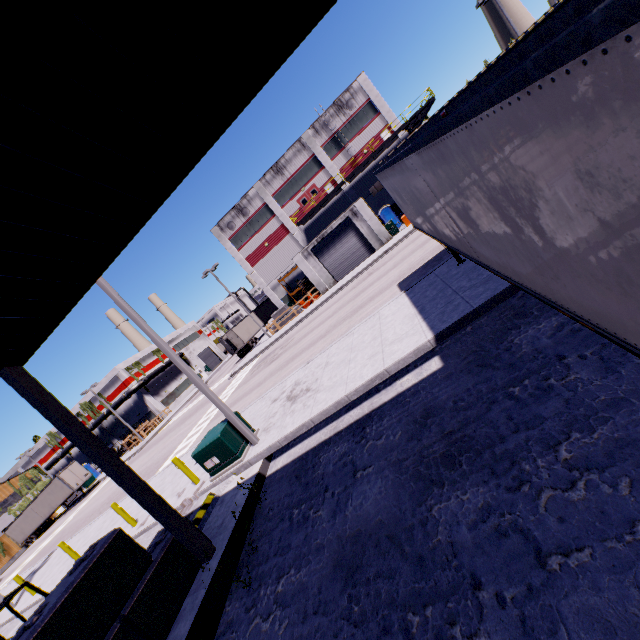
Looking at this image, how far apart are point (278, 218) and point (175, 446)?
28.1m

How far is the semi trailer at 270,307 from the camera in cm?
4764

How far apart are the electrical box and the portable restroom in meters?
30.7

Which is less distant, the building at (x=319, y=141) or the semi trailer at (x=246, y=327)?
the building at (x=319, y=141)

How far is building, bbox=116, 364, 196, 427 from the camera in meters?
50.4 m

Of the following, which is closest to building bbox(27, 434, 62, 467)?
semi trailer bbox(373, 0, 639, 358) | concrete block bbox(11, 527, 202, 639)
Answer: semi trailer bbox(373, 0, 639, 358)

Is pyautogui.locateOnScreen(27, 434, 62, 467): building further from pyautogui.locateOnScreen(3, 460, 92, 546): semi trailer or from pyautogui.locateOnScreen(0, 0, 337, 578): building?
pyautogui.locateOnScreen(3, 460, 92, 546): semi trailer

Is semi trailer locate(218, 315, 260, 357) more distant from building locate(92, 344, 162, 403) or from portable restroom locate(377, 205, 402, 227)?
portable restroom locate(377, 205, 402, 227)
